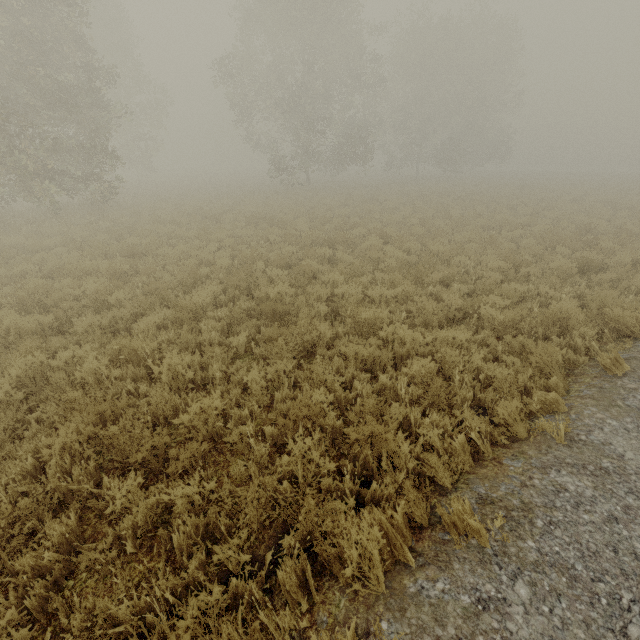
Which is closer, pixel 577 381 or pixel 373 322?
pixel 577 381
